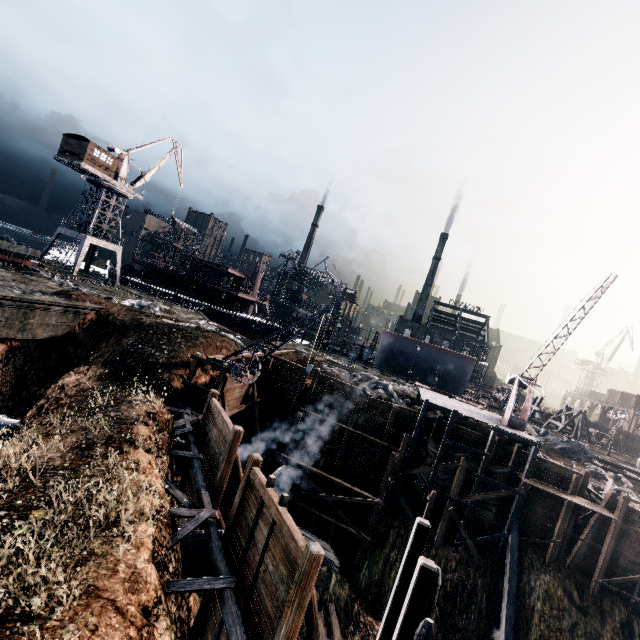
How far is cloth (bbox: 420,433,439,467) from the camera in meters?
25.6 m

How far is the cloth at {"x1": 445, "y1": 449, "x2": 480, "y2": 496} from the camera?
25.0 meters

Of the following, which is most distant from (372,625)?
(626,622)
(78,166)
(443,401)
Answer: (78,166)

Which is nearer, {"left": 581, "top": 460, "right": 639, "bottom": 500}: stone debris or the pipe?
the pipe

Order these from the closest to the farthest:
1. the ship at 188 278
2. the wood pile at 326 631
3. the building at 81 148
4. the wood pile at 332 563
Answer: the wood pile at 326 631
the wood pile at 332 563
the building at 81 148
the ship at 188 278

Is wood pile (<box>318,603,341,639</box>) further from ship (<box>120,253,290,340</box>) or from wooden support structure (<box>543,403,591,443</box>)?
wooden support structure (<box>543,403,591,443</box>)

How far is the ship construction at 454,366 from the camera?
51.7m

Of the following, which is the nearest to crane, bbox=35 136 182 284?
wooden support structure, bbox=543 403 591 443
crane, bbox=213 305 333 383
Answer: crane, bbox=213 305 333 383
